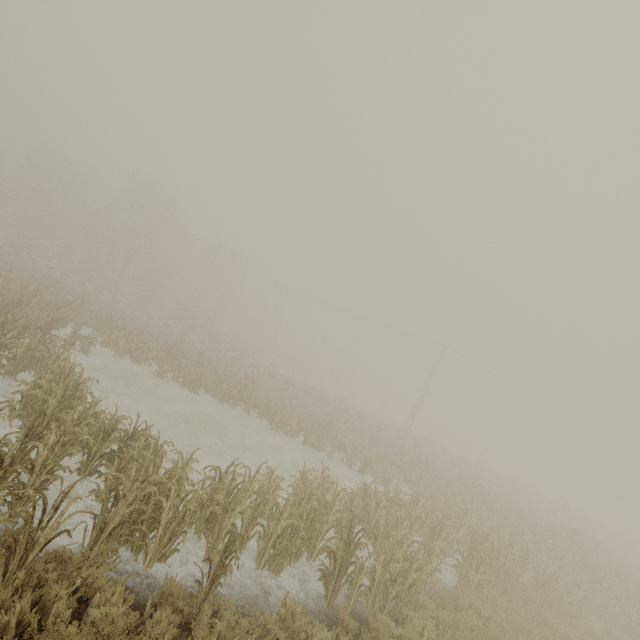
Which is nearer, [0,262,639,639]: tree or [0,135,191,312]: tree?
[0,262,639,639]: tree

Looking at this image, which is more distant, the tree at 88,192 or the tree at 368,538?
the tree at 88,192

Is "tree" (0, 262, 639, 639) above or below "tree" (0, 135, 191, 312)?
below

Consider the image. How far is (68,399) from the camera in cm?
838

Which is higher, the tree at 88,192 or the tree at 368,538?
the tree at 88,192
